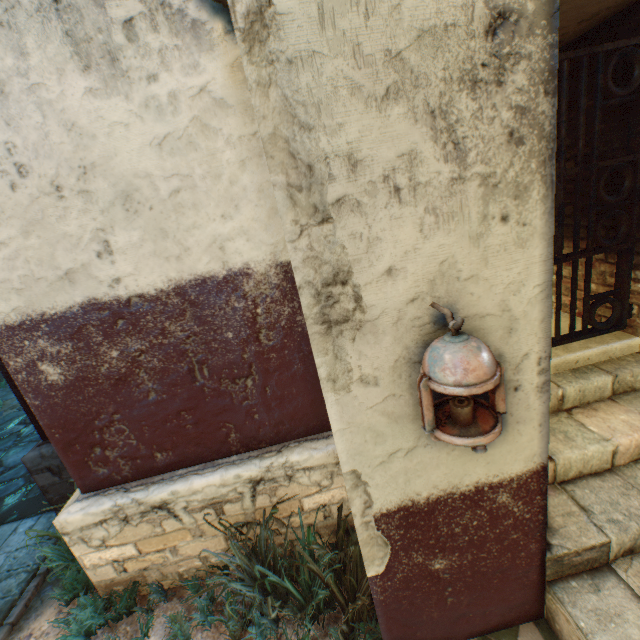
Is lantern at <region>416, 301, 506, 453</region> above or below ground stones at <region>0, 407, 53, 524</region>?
above

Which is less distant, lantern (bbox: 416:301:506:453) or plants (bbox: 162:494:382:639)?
lantern (bbox: 416:301:506:453)

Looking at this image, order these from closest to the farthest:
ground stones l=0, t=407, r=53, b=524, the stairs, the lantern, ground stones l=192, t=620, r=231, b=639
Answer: the lantern < the stairs < ground stones l=192, t=620, r=231, b=639 < ground stones l=0, t=407, r=53, b=524

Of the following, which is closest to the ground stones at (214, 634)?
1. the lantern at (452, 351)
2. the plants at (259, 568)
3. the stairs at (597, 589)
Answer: the plants at (259, 568)

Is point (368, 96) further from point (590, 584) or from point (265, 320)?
point (590, 584)

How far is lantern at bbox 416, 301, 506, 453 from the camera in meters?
1.0 m

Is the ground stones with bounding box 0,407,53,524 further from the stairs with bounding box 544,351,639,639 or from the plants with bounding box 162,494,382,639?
the stairs with bounding box 544,351,639,639

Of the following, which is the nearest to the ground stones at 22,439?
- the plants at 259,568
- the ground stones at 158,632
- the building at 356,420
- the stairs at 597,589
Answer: the building at 356,420
